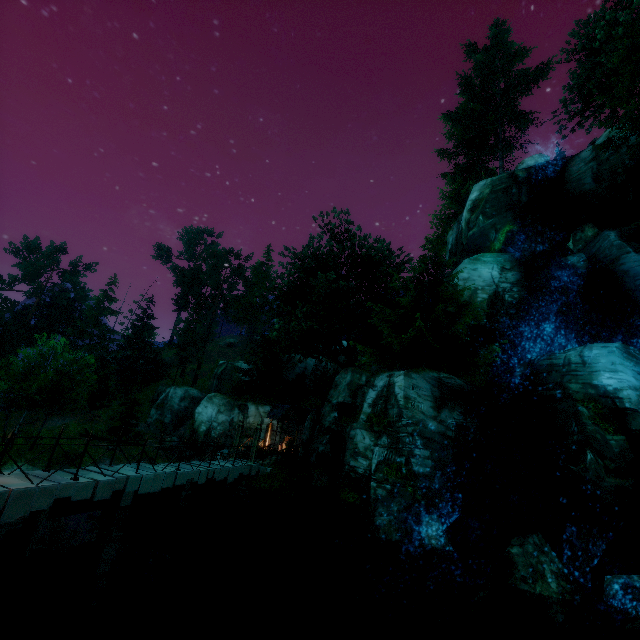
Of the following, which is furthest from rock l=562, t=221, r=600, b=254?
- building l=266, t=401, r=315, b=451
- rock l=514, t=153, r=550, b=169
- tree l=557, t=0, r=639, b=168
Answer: building l=266, t=401, r=315, b=451

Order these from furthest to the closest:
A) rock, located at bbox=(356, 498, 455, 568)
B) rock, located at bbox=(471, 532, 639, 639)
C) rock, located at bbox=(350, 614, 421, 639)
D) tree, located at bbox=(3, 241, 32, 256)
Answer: tree, located at bbox=(3, 241, 32, 256) < rock, located at bbox=(356, 498, 455, 568) < rock, located at bbox=(350, 614, 421, 639) < rock, located at bbox=(471, 532, 639, 639)

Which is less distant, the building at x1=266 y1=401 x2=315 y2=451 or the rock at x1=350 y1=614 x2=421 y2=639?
the rock at x1=350 y1=614 x2=421 y2=639

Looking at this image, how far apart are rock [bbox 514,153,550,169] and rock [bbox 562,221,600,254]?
8.4m

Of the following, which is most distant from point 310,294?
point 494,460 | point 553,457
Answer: point 553,457

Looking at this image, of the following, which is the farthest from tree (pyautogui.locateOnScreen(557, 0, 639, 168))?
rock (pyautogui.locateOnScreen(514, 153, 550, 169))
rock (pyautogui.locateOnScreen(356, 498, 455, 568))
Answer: rock (pyautogui.locateOnScreen(356, 498, 455, 568))

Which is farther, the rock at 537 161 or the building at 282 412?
the building at 282 412

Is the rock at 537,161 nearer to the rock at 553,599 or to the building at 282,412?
the building at 282,412
